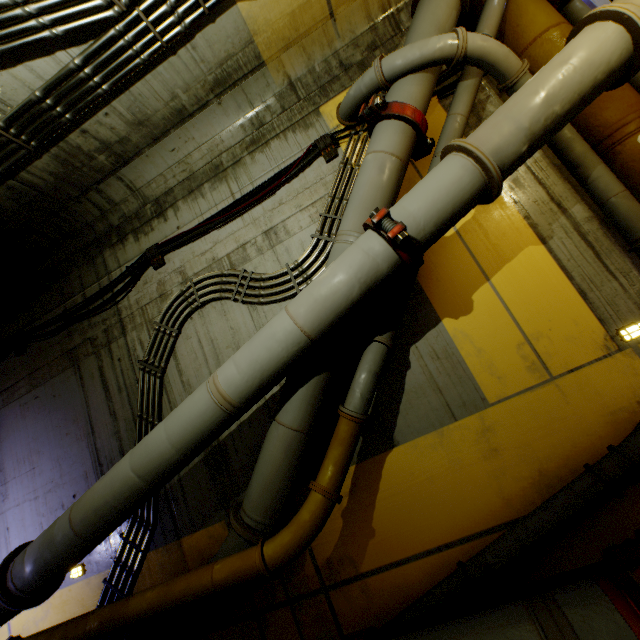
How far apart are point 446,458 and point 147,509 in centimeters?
385cm

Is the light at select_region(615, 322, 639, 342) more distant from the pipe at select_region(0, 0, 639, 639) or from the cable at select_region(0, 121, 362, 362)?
the cable at select_region(0, 121, 362, 362)

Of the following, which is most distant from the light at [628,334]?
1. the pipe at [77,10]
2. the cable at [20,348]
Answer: the cable at [20,348]

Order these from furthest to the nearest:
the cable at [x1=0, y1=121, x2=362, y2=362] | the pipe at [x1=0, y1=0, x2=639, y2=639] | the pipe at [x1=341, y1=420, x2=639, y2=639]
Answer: the cable at [x1=0, y1=121, x2=362, y2=362] → the pipe at [x1=0, y1=0, x2=639, y2=639] → the pipe at [x1=341, y1=420, x2=639, y2=639]

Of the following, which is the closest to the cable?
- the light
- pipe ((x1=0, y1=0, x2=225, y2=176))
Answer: pipe ((x1=0, y1=0, x2=225, y2=176))
